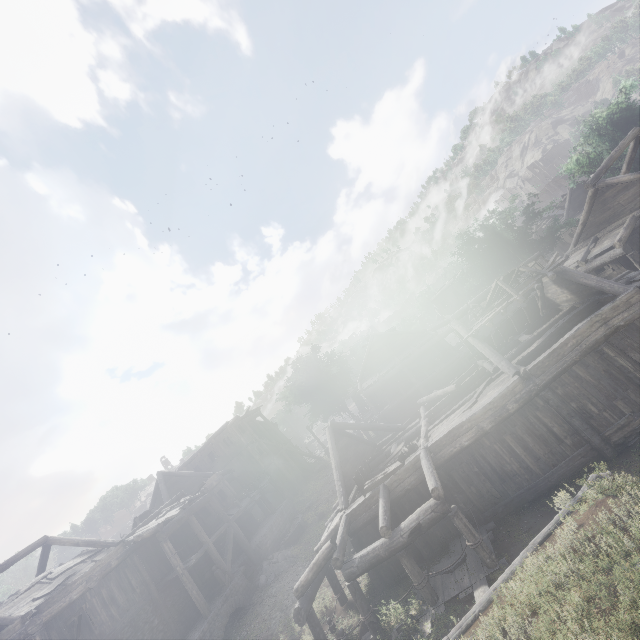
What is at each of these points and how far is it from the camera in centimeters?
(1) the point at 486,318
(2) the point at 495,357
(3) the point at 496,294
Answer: (1) wooden plank rubble, 1438cm
(2) building, 1329cm
(3) broken furniture, 1533cm

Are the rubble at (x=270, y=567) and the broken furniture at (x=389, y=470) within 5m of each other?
no

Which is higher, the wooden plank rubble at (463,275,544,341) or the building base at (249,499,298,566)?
the wooden plank rubble at (463,275,544,341)

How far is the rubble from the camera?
19.0 meters

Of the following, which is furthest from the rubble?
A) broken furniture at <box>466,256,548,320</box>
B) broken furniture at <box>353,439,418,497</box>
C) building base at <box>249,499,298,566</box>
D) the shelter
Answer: broken furniture at <box>466,256,548,320</box>

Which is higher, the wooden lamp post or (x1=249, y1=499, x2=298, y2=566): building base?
the wooden lamp post

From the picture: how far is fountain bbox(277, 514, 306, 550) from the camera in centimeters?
2194cm

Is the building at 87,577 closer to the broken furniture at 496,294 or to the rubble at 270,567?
the broken furniture at 496,294
